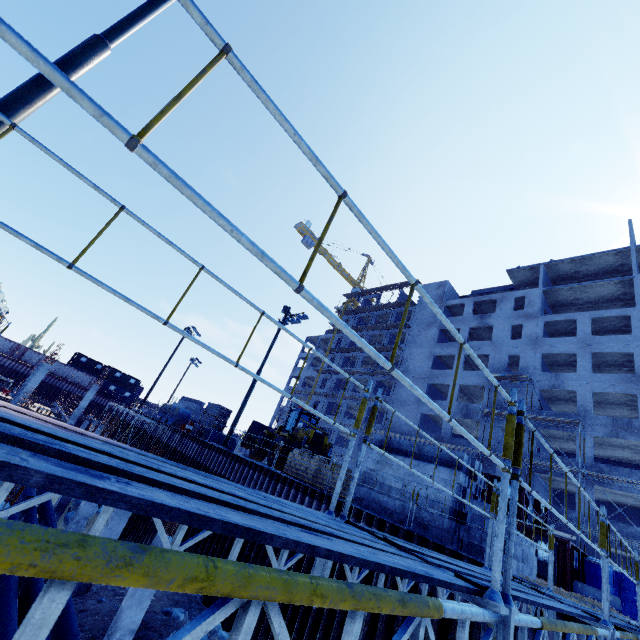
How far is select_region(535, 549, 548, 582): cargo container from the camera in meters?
18.8

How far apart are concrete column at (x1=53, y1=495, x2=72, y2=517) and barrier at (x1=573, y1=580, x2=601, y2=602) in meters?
30.1

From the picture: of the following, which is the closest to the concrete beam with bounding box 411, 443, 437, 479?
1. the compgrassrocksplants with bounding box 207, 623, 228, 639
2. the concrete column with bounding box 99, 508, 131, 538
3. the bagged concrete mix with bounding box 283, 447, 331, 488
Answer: the bagged concrete mix with bounding box 283, 447, 331, 488

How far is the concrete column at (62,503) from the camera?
20.33m

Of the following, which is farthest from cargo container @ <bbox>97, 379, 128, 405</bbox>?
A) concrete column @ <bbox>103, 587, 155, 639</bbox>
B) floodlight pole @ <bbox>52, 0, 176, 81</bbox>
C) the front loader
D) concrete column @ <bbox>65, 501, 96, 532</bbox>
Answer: floodlight pole @ <bbox>52, 0, 176, 81</bbox>

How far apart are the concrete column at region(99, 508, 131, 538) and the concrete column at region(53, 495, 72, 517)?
9.4 meters

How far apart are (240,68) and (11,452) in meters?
1.3

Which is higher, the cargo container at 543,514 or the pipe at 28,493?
the cargo container at 543,514
